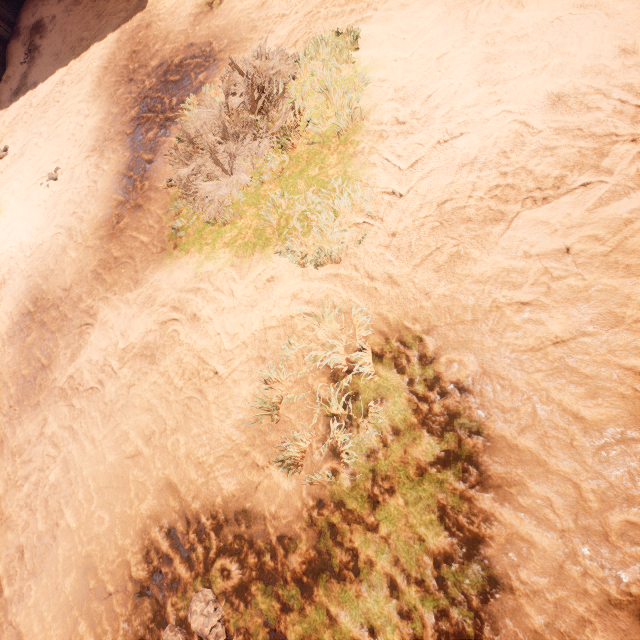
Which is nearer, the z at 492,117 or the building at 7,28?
the z at 492,117

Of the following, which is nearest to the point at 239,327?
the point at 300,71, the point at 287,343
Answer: the point at 287,343

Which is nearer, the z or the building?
the z

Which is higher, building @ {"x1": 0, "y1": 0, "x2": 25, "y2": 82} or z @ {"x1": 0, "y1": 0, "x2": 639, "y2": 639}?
building @ {"x1": 0, "y1": 0, "x2": 25, "y2": 82}

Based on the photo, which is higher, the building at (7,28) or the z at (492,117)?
the building at (7,28)
